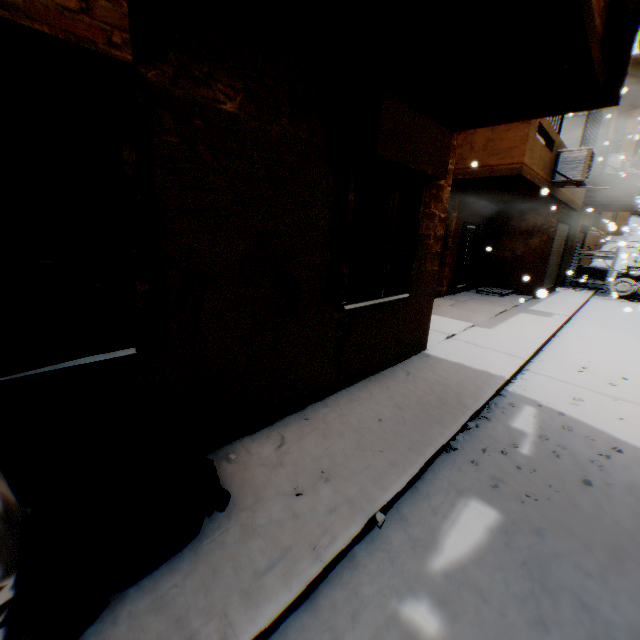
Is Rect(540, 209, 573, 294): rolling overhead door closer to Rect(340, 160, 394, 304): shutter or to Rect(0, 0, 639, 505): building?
Rect(0, 0, 639, 505): building

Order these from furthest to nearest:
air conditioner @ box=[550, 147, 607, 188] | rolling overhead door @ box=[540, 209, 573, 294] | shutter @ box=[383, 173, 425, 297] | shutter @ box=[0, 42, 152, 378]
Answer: rolling overhead door @ box=[540, 209, 573, 294]
air conditioner @ box=[550, 147, 607, 188]
shutter @ box=[383, 173, 425, 297]
shutter @ box=[0, 42, 152, 378]

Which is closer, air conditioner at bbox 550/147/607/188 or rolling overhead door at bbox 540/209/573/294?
air conditioner at bbox 550/147/607/188

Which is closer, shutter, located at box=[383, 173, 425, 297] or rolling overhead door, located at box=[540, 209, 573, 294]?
shutter, located at box=[383, 173, 425, 297]

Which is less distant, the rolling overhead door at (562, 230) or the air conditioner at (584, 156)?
the air conditioner at (584, 156)

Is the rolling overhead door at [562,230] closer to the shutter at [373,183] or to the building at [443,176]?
the building at [443,176]

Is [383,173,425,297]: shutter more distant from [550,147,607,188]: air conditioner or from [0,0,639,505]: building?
[550,147,607,188]: air conditioner

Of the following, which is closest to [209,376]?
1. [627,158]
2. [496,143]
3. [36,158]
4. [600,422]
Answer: [36,158]
